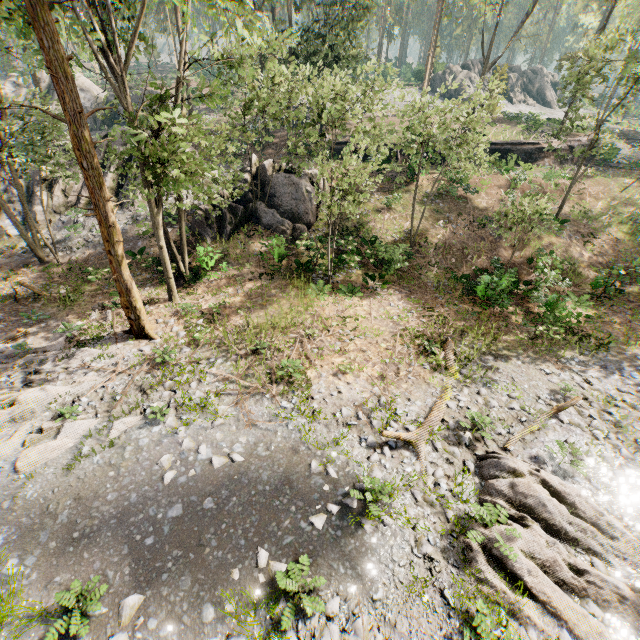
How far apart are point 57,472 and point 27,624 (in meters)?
3.63

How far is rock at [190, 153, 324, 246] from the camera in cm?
2100

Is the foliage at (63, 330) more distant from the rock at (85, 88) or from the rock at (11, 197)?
the rock at (85, 88)

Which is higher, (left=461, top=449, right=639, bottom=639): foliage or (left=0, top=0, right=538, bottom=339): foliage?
A: (left=0, top=0, right=538, bottom=339): foliage

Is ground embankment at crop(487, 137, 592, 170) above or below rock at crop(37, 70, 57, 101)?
below

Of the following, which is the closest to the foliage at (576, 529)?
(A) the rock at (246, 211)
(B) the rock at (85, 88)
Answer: (A) the rock at (246, 211)

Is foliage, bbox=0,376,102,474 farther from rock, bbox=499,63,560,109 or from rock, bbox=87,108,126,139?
rock, bbox=87,108,126,139

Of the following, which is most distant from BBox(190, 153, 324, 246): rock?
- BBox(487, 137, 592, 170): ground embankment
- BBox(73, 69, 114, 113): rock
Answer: BBox(73, 69, 114, 113): rock
